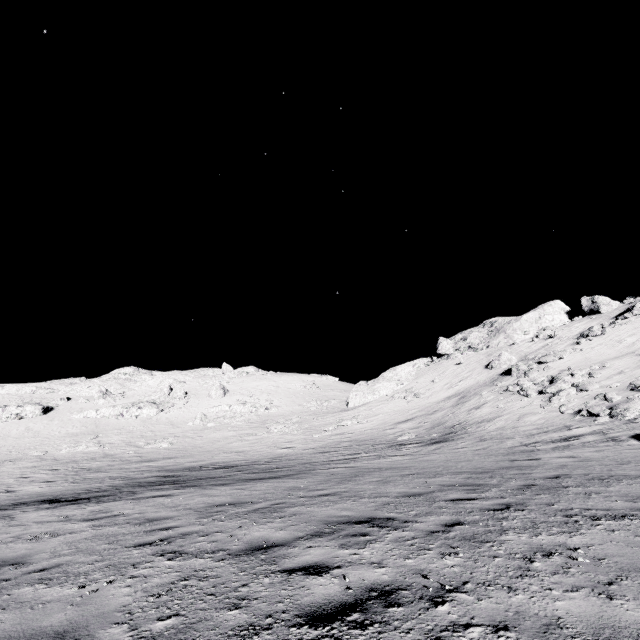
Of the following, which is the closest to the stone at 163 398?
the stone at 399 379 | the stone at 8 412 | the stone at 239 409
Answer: the stone at 8 412

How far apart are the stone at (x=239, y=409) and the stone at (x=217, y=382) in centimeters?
350cm

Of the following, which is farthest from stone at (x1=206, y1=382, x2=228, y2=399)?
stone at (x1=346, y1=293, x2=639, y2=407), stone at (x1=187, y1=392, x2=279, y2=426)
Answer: stone at (x1=346, y1=293, x2=639, y2=407)

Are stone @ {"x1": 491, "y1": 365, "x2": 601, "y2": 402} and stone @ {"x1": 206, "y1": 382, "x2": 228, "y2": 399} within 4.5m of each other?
no

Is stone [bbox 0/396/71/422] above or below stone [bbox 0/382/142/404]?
below

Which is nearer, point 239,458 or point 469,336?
point 239,458

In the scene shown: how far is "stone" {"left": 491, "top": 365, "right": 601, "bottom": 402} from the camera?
22.44m

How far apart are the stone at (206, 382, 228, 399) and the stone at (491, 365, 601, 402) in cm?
4472
